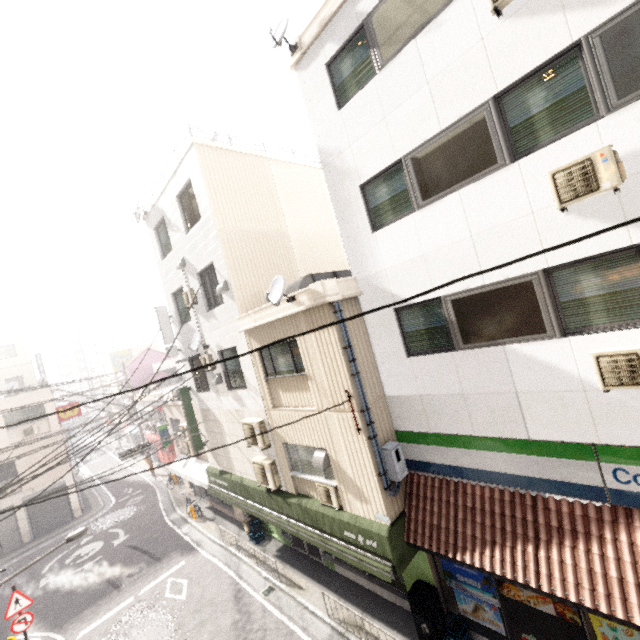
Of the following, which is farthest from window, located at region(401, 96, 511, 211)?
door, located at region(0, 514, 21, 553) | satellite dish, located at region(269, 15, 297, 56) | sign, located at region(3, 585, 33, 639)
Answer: door, located at region(0, 514, 21, 553)

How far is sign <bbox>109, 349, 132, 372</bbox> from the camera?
40.88m

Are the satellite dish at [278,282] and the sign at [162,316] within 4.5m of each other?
no

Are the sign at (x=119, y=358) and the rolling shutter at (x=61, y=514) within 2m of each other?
no

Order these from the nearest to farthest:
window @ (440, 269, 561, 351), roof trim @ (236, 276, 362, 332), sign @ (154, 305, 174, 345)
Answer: window @ (440, 269, 561, 351)
roof trim @ (236, 276, 362, 332)
sign @ (154, 305, 174, 345)

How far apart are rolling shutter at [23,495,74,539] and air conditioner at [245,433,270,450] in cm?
1901

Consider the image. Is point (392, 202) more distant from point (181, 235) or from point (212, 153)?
point (181, 235)

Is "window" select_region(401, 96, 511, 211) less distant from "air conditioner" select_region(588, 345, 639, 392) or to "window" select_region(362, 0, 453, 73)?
"window" select_region(362, 0, 453, 73)
